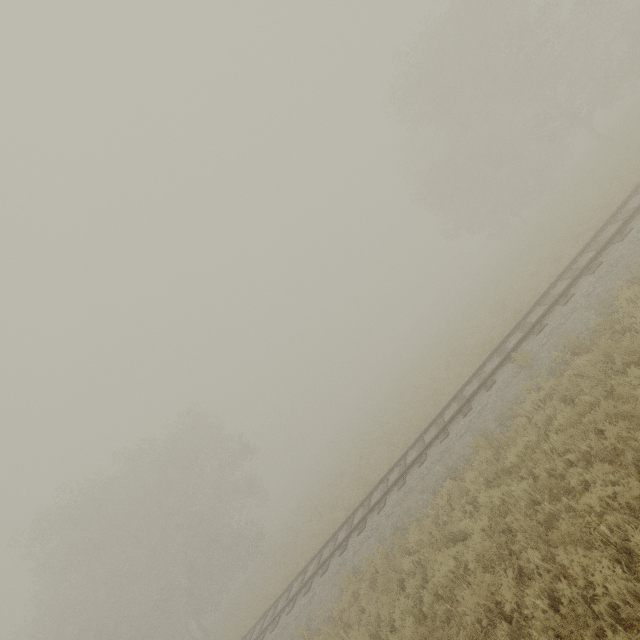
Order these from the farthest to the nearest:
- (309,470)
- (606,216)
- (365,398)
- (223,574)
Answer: (365,398)
(309,470)
(223,574)
(606,216)
